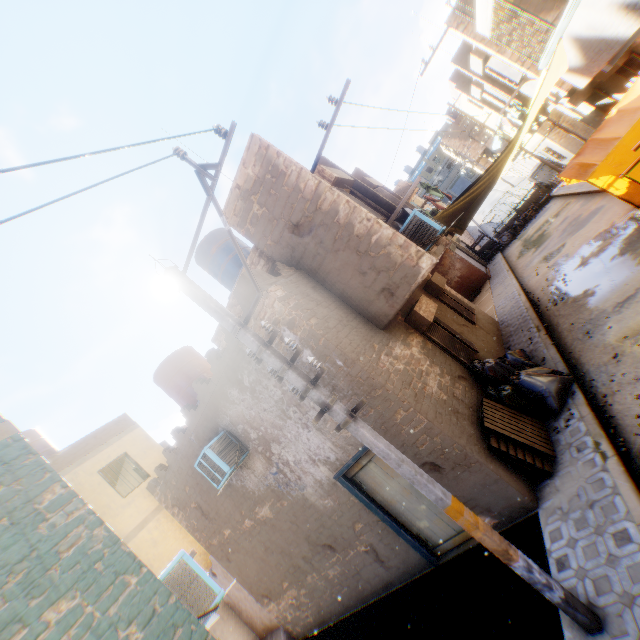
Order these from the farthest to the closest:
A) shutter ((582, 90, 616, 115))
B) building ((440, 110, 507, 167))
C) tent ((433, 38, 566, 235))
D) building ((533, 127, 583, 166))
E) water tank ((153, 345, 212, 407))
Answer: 1. building ((440, 110, 507, 167))
2. building ((533, 127, 583, 166))
3. shutter ((582, 90, 616, 115))
4. water tank ((153, 345, 212, 407))
5. tent ((433, 38, 566, 235))

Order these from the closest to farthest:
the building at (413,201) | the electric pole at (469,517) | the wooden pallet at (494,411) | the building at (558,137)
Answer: the electric pole at (469,517)
the wooden pallet at (494,411)
the building at (413,201)
the building at (558,137)

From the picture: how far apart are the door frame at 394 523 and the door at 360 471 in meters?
0.0 m

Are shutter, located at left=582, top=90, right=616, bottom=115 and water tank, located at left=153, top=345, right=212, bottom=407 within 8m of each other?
no

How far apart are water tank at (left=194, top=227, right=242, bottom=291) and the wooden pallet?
7.6m

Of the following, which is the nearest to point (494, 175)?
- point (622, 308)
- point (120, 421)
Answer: point (622, 308)

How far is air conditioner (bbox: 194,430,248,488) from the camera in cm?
716

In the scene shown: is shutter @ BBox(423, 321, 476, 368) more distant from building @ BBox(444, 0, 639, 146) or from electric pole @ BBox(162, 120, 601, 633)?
electric pole @ BBox(162, 120, 601, 633)
